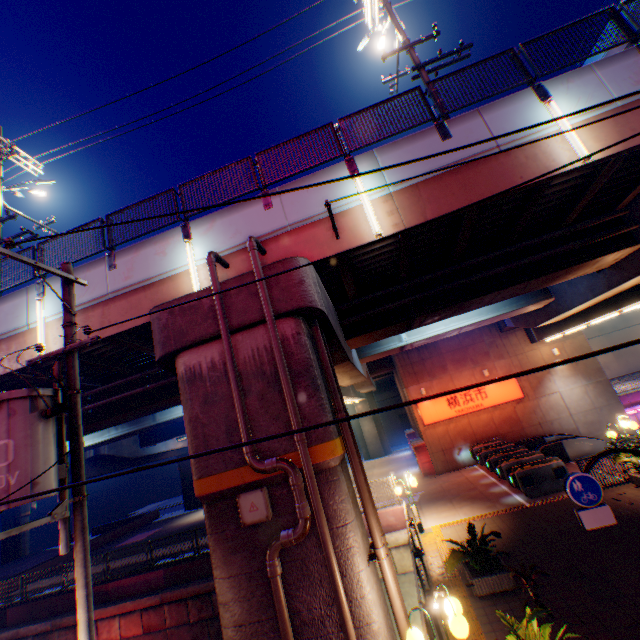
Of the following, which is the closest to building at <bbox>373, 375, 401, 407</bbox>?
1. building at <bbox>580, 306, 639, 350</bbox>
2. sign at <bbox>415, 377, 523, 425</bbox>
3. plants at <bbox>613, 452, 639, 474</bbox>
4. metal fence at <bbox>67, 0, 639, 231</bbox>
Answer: building at <bbox>580, 306, 639, 350</bbox>

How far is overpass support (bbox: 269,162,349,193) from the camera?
8.7 meters

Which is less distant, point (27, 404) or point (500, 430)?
point (27, 404)

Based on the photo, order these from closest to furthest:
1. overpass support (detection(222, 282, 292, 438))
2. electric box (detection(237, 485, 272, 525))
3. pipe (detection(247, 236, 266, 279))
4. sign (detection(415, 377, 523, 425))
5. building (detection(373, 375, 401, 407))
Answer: electric box (detection(237, 485, 272, 525))
overpass support (detection(222, 282, 292, 438))
pipe (detection(247, 236, 266, 279))
sign (detection(415, 377, 523, 425))
building (detection(373, 375, 401, 407))

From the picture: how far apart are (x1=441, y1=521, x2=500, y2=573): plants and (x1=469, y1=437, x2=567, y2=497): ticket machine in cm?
693

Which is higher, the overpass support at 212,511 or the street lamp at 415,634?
the overpass support at 212,511

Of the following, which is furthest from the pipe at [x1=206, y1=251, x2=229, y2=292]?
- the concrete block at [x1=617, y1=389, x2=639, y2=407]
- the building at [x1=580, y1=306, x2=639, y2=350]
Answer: the building at [x1=580, y1=306, x2=639, y2=350]

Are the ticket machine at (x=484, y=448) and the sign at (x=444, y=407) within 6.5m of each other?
yes
